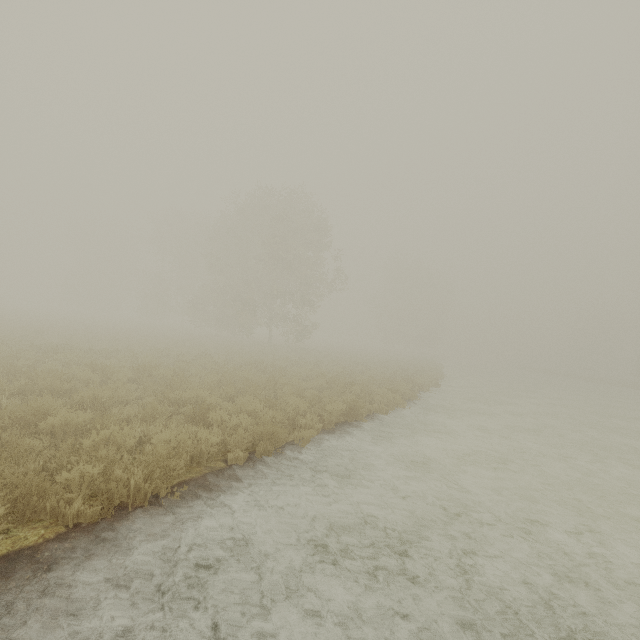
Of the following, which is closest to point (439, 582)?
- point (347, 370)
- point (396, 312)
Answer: point (347, 370)
